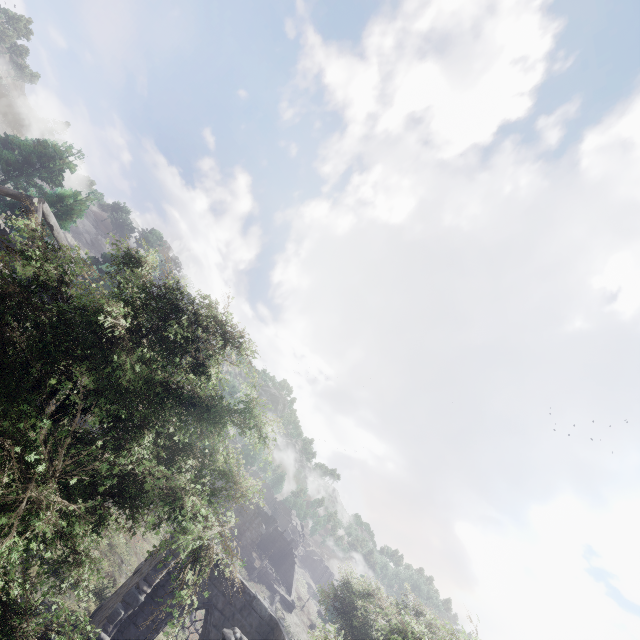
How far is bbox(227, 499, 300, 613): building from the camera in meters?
38.8

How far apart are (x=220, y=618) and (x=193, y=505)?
11.59m

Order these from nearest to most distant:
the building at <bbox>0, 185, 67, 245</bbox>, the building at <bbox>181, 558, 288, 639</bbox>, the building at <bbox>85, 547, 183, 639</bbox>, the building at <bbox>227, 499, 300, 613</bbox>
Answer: the building at <bbox>85, 547, 183, 639</bbox> → the building at <bbox>181, 558, 288, 639</bbox> → the building at <bbox>0, 185, 67, 245</bbox> → the building at <bbox>227, 499, 300, 613</bbox>

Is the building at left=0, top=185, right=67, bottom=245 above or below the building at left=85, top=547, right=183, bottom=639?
above

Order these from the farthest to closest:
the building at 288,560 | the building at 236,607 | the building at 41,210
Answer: the building at 288,560, the building at 41,210, the building at 236,607

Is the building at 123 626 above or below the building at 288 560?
below

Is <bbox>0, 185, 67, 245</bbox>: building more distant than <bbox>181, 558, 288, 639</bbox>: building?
Yes
